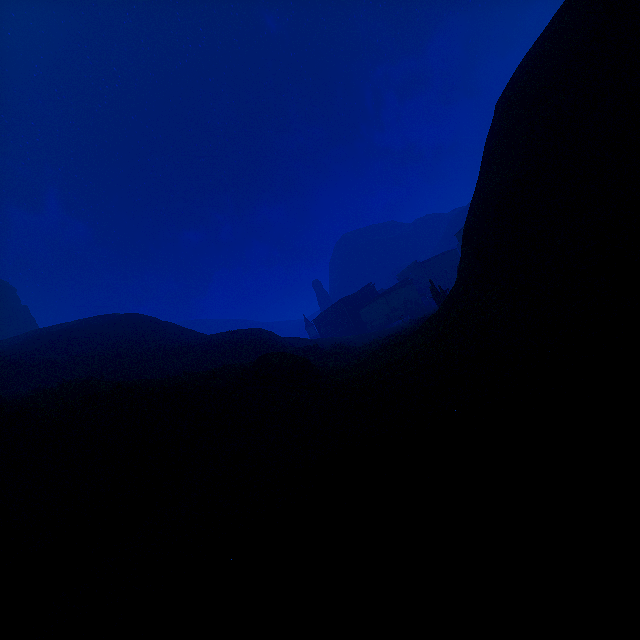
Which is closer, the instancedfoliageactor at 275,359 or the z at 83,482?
the z at 83,482

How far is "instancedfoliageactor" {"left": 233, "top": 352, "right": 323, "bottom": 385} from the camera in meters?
18.0

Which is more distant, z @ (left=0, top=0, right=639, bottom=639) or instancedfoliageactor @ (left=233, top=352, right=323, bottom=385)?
instancedfoliageactor @ (left=233, top=352, right=323, bottom=385)

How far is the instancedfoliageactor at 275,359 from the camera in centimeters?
1798cm

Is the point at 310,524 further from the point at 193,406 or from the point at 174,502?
the point at 193,406
